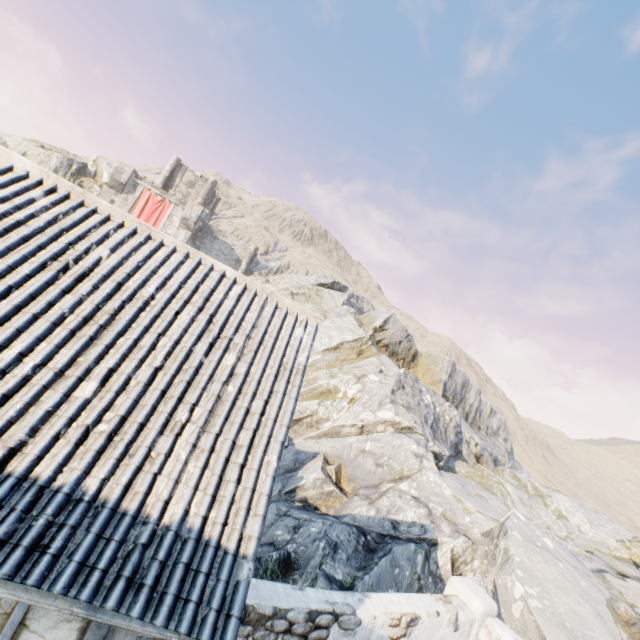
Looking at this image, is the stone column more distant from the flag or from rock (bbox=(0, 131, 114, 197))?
the flag

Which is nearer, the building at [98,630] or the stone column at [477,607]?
the building at [98,630]

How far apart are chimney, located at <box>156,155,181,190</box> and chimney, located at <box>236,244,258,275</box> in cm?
1189

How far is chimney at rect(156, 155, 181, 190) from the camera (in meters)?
37.88

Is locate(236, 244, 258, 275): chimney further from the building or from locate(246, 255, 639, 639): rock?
the building

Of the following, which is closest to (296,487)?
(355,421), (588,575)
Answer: (355,421)

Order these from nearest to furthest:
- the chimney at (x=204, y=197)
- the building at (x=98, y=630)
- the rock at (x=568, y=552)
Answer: the building at (x=98, y=630)
the rock at (x=568, y=552)
the chimney at (x=204, y=197)

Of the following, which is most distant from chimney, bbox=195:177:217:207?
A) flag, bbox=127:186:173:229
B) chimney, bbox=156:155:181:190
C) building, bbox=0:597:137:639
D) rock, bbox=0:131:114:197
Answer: building, bbox=0:597:137:639
